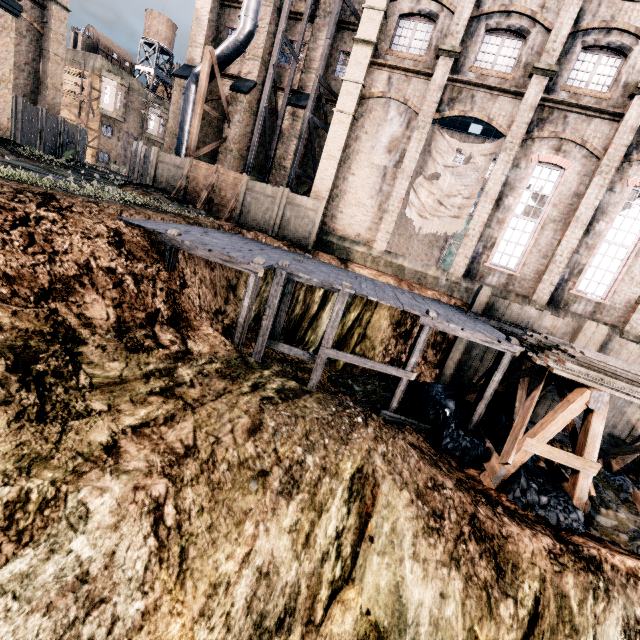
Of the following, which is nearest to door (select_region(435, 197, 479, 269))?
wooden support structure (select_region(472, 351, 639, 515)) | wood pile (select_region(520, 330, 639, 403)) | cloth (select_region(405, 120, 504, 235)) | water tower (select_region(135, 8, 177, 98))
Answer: cloth (select_region(405, 120, 504, 235))

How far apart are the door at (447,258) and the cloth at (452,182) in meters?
18.8

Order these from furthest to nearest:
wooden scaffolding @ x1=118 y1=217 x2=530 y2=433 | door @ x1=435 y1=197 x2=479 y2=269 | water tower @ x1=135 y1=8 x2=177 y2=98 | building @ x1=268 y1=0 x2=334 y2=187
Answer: water tower @ x1=135 y1=8 x2=177 y2=98
door @ x1=435 y1=197 x2=479 y2=269
building @ x1=268 y1=0 x2=334 y2=187
wooden scaffolding @ x1=118 y1=217 x2=530 y2=433

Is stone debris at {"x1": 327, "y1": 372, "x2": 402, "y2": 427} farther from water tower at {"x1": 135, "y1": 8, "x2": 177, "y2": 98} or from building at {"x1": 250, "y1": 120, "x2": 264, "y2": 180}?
water tower at {"x1": 135, "y1": 8, "x2": 177, "y2": 98}

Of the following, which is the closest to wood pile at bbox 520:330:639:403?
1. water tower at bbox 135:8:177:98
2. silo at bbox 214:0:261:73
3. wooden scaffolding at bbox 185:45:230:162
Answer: silo at bbox 214:0:261:73

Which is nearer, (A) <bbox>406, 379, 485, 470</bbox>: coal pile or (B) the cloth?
(A) <bbox>406, 379, 485, 470</bbox>: coal pile

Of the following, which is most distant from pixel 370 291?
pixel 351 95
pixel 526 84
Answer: pixel 526 84

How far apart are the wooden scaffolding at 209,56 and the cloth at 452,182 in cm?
1388
